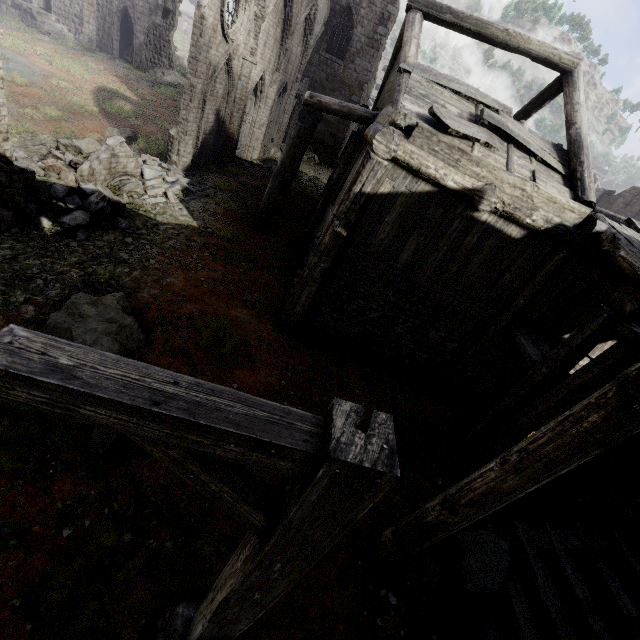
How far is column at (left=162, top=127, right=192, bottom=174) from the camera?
12.80m

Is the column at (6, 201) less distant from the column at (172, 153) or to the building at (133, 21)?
the column at (172, 153)

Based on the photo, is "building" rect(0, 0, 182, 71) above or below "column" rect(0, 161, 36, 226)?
above

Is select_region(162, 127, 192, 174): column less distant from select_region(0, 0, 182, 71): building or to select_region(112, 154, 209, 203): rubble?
select_region(112, 154, 209, 203): rubble

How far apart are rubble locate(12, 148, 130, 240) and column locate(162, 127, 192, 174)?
4.38m

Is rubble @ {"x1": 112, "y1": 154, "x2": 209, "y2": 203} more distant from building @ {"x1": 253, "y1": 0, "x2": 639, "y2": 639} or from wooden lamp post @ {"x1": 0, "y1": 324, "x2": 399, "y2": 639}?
wooden lamp post @ {"x1": 0, "y1": 324, "x2": 399, "y2": 639}

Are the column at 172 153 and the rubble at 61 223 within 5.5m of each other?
yes

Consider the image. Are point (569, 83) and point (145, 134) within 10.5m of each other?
no
